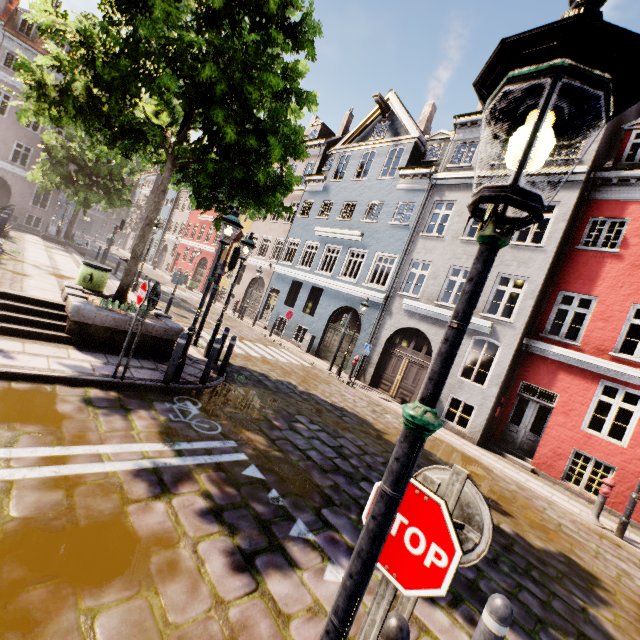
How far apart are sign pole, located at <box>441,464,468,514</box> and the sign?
0.38m

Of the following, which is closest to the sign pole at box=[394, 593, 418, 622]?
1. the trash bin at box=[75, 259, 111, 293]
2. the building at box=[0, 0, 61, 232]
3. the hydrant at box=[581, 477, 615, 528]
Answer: the hydrant at box=[581, 477, 615, 528]

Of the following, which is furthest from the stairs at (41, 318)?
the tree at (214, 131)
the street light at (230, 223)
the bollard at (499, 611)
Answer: the bollard at (499, 611)

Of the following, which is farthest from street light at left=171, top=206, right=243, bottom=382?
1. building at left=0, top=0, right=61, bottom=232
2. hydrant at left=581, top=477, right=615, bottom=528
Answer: hydrant at left=581, top=477, right=615, bottom=528

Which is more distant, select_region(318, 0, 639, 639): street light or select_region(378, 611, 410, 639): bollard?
select_region(378, 611, 410, 639): bollard

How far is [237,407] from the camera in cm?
713

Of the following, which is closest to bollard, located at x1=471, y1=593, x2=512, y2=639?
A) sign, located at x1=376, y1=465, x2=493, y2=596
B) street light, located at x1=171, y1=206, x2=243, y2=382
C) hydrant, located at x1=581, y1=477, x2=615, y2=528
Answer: sign, located at x1=376, y1=465, x2=493, y2=596

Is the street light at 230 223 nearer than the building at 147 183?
Yes
